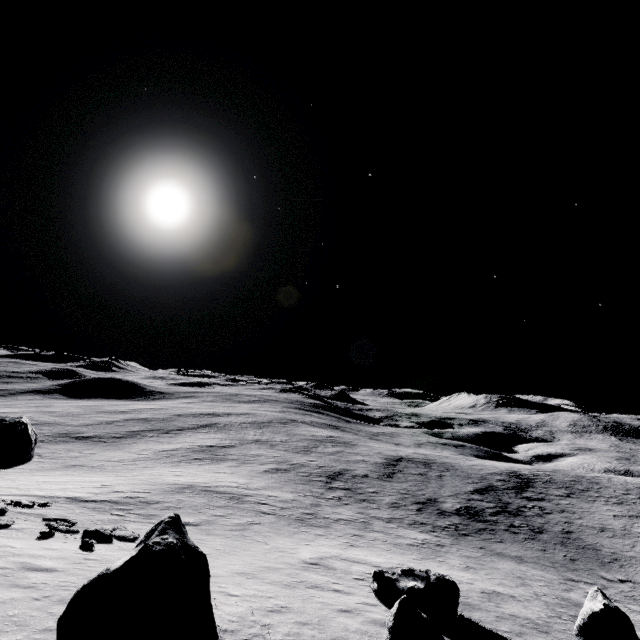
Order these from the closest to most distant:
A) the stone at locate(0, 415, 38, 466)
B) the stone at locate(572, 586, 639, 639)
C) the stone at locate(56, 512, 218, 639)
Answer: the stone at locate(56, 512, 218, 639), the stone at locate(572, 586, 639, 639), the stone at locate(0, 415, 38, 466)

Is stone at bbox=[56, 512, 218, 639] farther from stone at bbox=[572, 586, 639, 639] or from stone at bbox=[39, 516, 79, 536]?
stone at bbox=[572, 586, 639, 639]

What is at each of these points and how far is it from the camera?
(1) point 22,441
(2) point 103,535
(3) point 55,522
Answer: (1) stone, 39.2m
(2) stone, 14.0m
(3) stone, 15.0m

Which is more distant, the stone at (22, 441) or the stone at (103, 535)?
the stone at (22, 441)

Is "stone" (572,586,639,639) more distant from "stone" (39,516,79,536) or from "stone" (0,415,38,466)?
"stone" (0,415,38,466)

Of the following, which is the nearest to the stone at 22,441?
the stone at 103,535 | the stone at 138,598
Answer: the stone at 103,535

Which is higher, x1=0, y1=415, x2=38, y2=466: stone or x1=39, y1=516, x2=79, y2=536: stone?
x1=39, y1=516, x2=79, y2=536: stone

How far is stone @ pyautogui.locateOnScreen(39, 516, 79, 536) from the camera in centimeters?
1318cm
